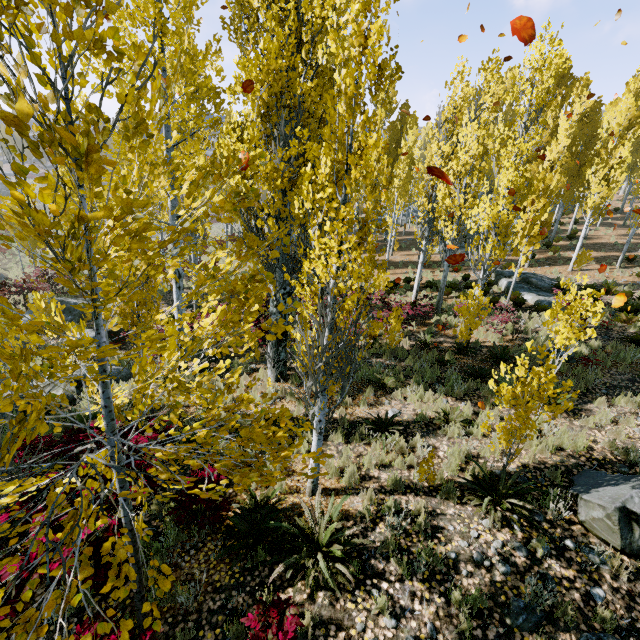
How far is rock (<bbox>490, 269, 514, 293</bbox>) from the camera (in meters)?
17.88

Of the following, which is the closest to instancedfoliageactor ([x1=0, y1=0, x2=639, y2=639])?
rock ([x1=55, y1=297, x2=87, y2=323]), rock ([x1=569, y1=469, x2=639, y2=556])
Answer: rock ([x1=569, y1=469, x2=639, y2=556])

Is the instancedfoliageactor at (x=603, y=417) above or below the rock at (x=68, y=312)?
above

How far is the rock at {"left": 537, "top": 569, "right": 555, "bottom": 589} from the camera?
4.25m

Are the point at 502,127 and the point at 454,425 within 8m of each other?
no

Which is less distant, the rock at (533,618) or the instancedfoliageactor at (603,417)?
the rock at (533,618)

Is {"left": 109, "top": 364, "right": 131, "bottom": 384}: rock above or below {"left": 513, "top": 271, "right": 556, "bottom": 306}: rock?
below
